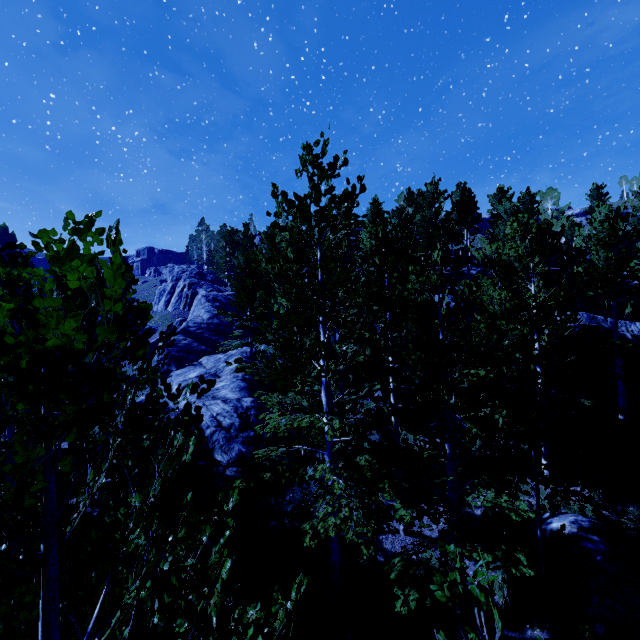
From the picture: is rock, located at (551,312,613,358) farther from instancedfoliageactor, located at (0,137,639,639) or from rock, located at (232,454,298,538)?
rock, located at (232,454,298,538)

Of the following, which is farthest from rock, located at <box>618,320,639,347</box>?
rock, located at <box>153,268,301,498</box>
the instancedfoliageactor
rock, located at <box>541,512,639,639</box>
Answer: rock, located at <box>541,512,639,639</box>

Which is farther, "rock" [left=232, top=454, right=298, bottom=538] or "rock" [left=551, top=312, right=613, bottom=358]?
"rock" [left=551, top=312, right=613, bottom=358]

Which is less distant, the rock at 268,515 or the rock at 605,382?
the rock at 268,515

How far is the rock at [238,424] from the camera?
12.3m

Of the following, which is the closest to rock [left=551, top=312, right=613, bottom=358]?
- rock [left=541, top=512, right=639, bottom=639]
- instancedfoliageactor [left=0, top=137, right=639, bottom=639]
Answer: instancedfoliageactor [left=0, top=137, right=639, bottom=639]

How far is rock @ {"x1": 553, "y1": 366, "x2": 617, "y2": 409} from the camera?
14.3 meters

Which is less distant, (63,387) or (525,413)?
(63,387)
